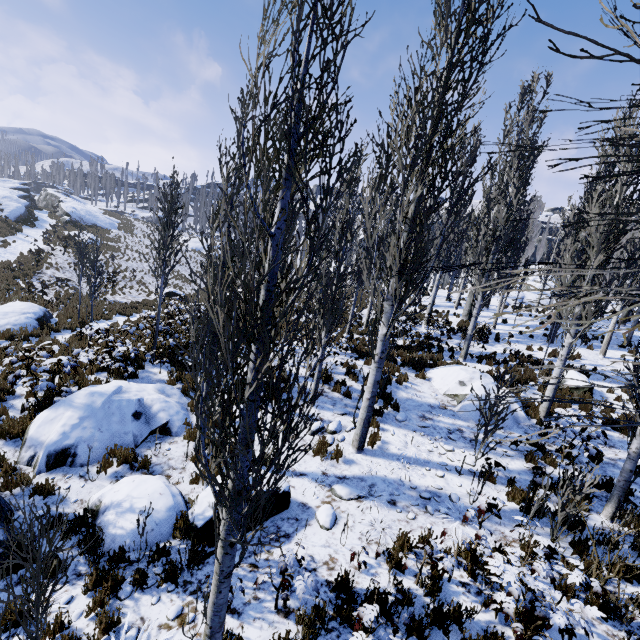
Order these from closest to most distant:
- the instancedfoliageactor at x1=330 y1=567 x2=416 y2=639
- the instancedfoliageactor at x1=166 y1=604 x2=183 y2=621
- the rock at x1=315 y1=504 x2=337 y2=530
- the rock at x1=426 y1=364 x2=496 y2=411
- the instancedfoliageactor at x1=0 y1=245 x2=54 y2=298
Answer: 1. the instancedfoliageactor at x1=330 y1=567 x2=416 y2=639
2. the instancedfoliageactor at x1=166 y1=604 x2=183 y2=621
3. the rock at x1=315 y1=504 x2=337 y2=530
4. the rock at x1=426 y1=364 x2=496 y2=411
5. the instancedfoliageactor at x1=0 y1=245 x2=54 y2=298

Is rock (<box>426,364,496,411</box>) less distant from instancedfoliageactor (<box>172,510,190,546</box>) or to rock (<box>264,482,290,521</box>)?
instancedfoliageactor (<box>172,510,190,546</box>)

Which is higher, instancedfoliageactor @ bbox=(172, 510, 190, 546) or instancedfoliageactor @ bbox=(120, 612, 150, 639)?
instancedfoliageactor @ bbox=(172, 510, 190, 546)

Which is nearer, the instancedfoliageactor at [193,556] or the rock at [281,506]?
the instancedfoliageactor at [193,556]

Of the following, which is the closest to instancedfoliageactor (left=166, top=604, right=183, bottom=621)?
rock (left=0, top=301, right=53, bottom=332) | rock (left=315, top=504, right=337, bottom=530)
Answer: rock (left=0, top=301, right=53, bottom=332)

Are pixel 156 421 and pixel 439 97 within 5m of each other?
no
